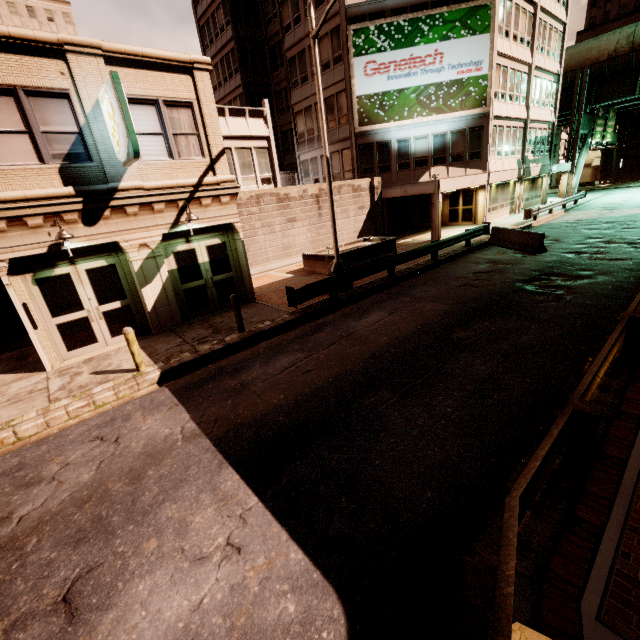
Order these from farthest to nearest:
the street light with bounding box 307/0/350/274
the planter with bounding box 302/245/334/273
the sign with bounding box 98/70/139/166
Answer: the planter with bounding box 302/245/334/273
the street light with bounding box 307/0/350/274
the sign with bounding box 98/70/139/166

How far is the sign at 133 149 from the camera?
7.8 meters

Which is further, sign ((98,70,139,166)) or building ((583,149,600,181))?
building ((583,149,600,181))

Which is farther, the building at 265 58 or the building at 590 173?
the building at 590 173

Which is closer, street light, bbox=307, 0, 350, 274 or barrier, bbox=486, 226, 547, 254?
street light, bbox=307, 0, 350, 274

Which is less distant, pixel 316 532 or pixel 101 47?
pixel 316 532

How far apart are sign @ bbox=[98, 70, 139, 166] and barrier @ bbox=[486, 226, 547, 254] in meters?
16.4

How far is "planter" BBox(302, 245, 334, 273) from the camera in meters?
16.0 m
